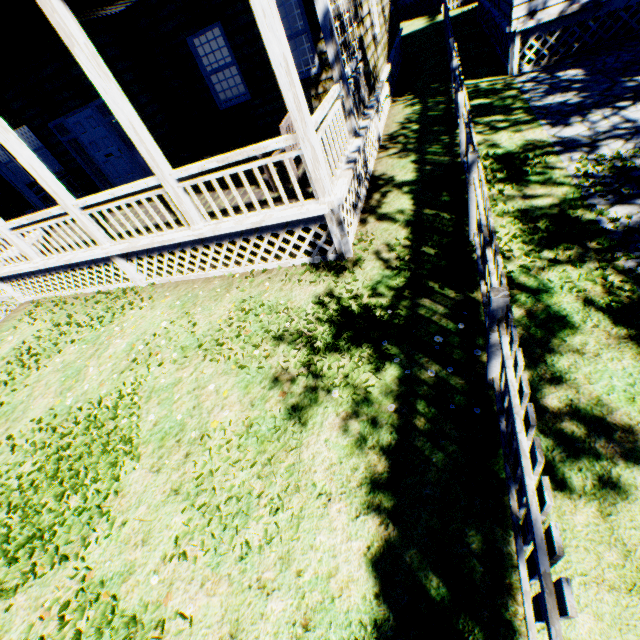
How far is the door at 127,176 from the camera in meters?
8.8 m

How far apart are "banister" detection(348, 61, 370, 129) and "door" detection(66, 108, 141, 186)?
6.9 meters

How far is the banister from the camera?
6.5m

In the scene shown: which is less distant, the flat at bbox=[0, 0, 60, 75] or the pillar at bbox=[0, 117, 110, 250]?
the flat at bbox=[0, 0, 60, 75]

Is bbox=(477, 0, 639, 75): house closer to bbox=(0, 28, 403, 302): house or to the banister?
bbox=(0, 28, 403, 302): house

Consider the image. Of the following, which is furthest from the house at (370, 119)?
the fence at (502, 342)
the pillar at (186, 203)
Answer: the fence at (502, 342)

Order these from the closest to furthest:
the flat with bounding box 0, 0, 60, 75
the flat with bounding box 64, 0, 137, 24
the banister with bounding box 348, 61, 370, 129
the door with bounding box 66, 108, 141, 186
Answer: the flat with bounding box 0, 0, 60, 75, the flat with bounding box 64, 0, 137, 24, the banister with bounding box 348, 61, 370, 129, the door with bounding box 66, 108, 141, 186

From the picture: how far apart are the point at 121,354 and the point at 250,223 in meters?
3.4 m
